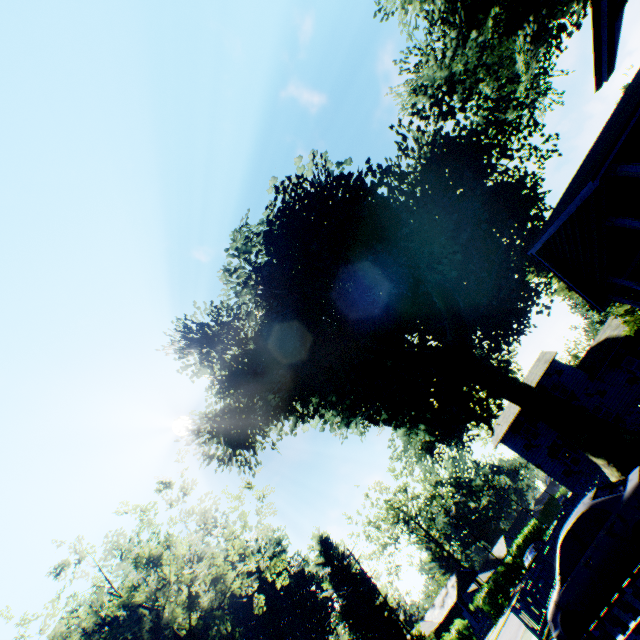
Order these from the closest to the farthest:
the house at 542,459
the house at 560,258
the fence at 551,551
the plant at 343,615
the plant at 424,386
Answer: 1. the house at 560,258
2. the fence at 551,551
3. the plant at 424,386
4. the house at 542,459
5. the plant at 343,615

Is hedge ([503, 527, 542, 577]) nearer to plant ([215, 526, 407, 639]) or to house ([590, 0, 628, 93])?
plant ([215, 526, 407, 639])

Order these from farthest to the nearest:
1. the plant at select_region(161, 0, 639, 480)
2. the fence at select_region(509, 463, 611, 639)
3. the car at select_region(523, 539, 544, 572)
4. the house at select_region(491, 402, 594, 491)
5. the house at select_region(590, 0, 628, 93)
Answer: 1. the house at select_region(491, 402, 594, 491)
2. the car at select_region(523, 539, 544, 572)
3. the plant at select_region(161, 0, 639, 480)
4. the fence at select_region(509, 463, 611, 639)
5. the house at select_region(590, 0, 628, 93)

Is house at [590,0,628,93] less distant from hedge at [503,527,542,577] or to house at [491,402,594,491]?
house at [491,402,594,491]

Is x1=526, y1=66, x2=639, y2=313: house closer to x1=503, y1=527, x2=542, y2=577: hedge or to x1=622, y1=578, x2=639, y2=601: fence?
x1=622, y1=578, x2=639, y2=601: fence

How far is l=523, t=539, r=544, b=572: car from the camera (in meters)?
24.73

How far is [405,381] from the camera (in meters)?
26.48

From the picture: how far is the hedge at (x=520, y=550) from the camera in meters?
50.9
